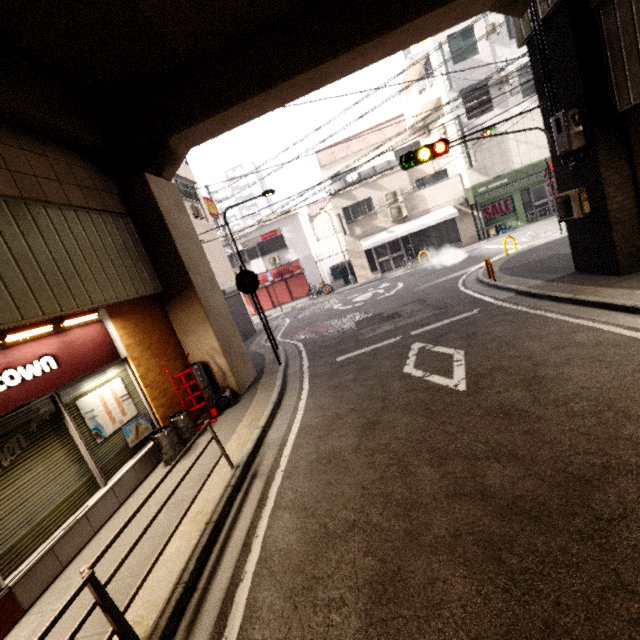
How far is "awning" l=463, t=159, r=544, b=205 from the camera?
18.17m

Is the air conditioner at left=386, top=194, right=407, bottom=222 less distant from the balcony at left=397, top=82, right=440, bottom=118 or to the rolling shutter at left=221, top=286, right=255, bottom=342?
the balcony at left=397, top=82, right=440, bottom=118

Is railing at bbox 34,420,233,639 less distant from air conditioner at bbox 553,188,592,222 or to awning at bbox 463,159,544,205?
air conditioner at bbox 553,188,592,222

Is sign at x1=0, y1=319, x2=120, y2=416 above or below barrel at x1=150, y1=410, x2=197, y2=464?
above

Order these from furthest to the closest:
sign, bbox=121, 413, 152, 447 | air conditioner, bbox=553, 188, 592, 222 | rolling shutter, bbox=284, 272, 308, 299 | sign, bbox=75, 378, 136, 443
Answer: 1. rolling shutter, bbox=284, 272, 308, 299
2. air conditioner, bbox=553, 188, 592, 222
3. sign, bbox=121, 413, 152, 447
4. sign, bbox=75, 378, 136, 443

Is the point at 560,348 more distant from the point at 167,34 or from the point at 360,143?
the point at 360,143

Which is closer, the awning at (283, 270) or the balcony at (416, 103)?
the balcony at (416, 103)

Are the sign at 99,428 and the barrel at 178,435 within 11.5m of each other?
yes
